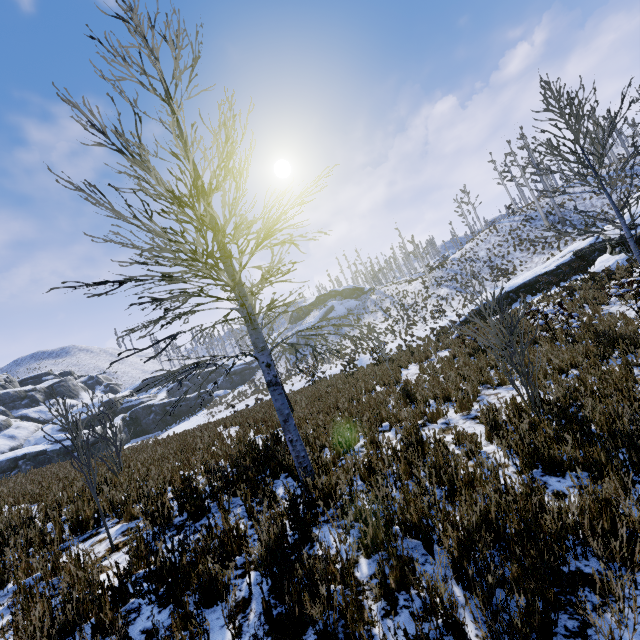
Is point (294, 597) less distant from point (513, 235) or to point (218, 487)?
point (218, 487)

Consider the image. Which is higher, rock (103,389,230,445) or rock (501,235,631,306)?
rock (103,389,230,445)

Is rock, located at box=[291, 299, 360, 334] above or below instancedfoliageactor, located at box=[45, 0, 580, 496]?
above

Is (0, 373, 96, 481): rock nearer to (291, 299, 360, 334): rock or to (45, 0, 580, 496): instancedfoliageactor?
(291, 299, 360, 334): rock

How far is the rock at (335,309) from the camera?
A: 55.0m

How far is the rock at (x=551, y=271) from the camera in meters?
16.4 m

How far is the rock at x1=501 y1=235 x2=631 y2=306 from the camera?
16.4m
